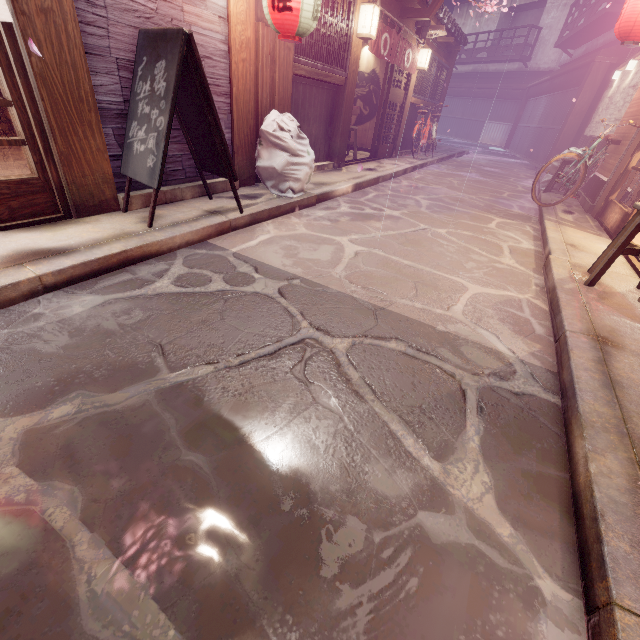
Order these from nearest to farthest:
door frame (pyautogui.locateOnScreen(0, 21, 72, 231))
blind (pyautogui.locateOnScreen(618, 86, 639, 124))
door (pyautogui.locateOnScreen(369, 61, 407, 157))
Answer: door frame (pyautogui.locateOnScreen(0, 21, 72, 231)) < blind (pyautogui.locateOnScreen(618, 86, 639, 124)) < door (pyautogui.locateOnScreen(369, 61, 407, 157))

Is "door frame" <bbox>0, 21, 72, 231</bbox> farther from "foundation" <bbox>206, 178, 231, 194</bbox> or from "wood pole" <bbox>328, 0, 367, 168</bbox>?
"wood pole" <bbox>328, 0, 367, 168</bbox>

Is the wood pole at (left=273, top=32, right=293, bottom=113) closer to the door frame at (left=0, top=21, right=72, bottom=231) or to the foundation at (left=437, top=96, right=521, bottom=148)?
the foundation at (left=437, top=96, right=521, bottom=148)

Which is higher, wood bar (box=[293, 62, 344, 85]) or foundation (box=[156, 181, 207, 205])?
wood bar (box=[293, 62, 344, 85])

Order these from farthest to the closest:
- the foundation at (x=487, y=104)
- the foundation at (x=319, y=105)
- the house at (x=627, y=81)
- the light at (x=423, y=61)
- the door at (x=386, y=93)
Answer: the foundation at (x=487, y=104) < the light at (x=423, y=61) < the door at (x=386, y=93) < the house at (x=627, y=81) < the foundation at (x=319, y=105)

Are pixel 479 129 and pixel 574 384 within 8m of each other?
no

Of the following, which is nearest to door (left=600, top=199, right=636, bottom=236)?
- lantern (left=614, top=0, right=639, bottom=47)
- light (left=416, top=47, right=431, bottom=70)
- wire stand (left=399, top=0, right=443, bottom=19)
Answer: lantern (left=614, top=0, right=639, bottom=47)

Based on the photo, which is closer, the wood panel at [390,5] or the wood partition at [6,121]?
the wood partition at [6,121]
